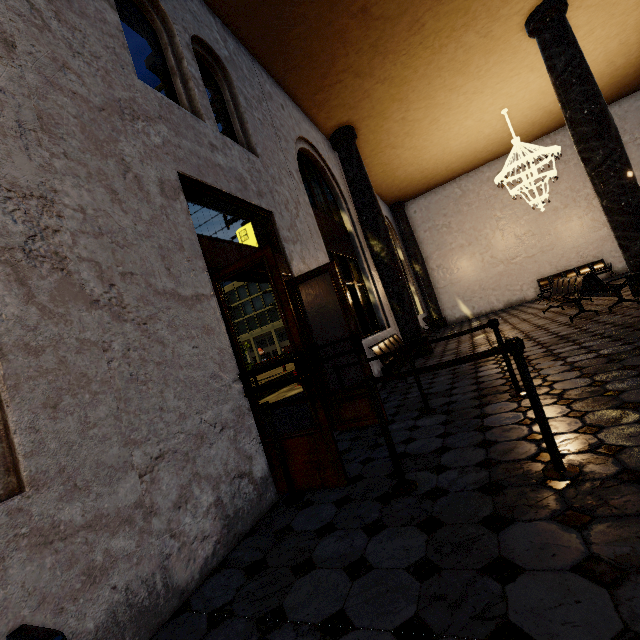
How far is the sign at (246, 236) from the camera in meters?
6.2

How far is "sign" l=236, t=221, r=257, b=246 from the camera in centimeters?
620cm

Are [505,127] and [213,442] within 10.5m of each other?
no

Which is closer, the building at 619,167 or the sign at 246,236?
the building at 619,167

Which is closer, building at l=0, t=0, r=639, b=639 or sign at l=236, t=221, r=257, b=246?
building at l=0, t=0, r=639, b=639
